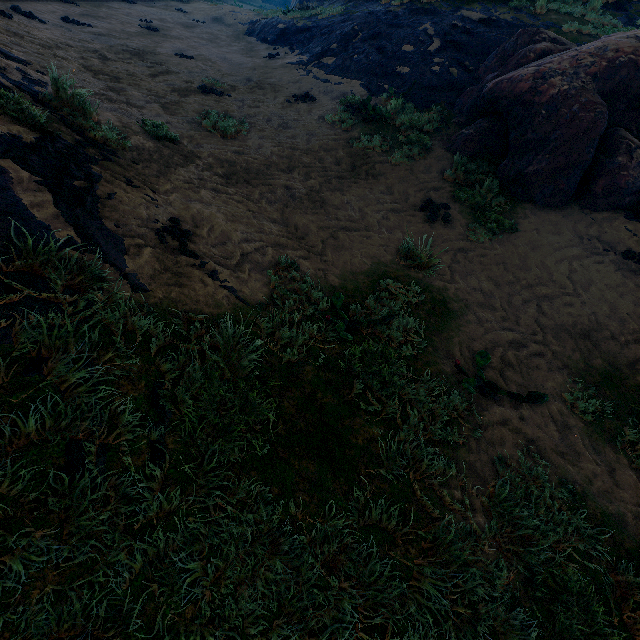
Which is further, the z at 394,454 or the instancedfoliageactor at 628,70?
the instancedfoliageactor at 628,70

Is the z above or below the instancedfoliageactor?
below

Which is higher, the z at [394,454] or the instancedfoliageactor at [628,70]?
the instancedfoliageactor at [628,70]

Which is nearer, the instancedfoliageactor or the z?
the z

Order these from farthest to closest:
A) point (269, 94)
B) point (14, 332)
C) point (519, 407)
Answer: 1. point (269, 94)
2. point (519, 407)
3. point (14, 332)
